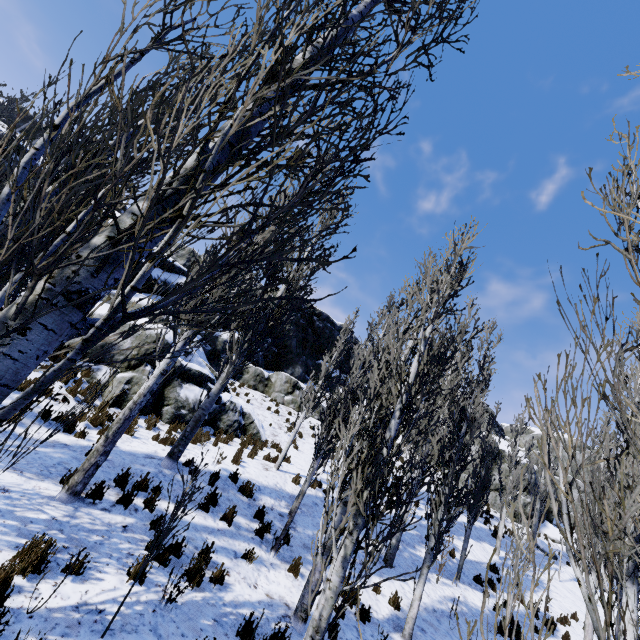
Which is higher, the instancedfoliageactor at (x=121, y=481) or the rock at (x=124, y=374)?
the rock at (x=124, y=374)

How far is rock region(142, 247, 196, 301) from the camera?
17.4m

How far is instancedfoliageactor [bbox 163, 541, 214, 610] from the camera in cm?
476

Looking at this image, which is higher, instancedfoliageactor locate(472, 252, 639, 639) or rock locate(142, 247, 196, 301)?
rock locate(142, 247, 196, 301)

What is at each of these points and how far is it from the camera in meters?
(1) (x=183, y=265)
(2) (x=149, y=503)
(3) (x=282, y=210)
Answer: (1) rock, 42.8 m
(2) instancedfoliageactor, 6.5 m
(3) instancedfoliageactor, 1.5 m

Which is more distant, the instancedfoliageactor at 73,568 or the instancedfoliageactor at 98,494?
the instancedfoliageactor at 98,494
